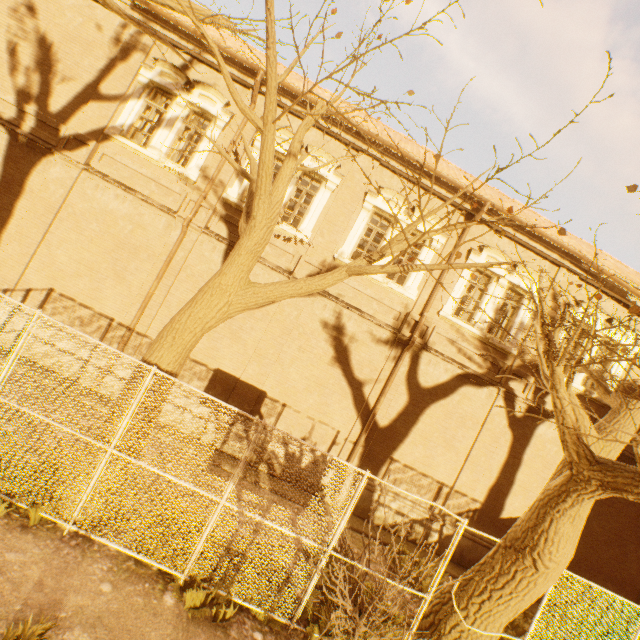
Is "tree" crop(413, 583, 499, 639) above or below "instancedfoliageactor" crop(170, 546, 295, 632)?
above

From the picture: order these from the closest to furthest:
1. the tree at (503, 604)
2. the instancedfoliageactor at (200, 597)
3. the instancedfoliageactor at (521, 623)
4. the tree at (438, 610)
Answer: the tree at (503, 604)
the instancedfoliageactor at (200, 597)
the tree at (438, 610)
the instancedfoliageactor at (521, 623)

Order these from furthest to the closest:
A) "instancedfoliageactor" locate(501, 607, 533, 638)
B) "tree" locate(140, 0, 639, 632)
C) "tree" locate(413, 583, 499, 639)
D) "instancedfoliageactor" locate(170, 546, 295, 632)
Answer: "instancedfoliageactor" locate(501, 607, 533, 638) < "tree" locate(413, 583, 499, 639) < "instancedfoliageactor" locate(170, 546, 295, 632) < "tree" locate(140, 0, 639, 632)

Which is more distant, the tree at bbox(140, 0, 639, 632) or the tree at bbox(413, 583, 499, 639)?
the tree at bbox(413, 583, 499, 639)

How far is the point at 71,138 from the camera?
9.8 meters

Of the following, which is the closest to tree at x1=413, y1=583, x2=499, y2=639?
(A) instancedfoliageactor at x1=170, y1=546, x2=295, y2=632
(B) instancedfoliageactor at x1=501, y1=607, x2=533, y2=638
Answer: (B) instancedfoliageactor at x1=501, y1=607, x2=533, y2=638

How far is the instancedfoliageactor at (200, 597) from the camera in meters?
5.0 m

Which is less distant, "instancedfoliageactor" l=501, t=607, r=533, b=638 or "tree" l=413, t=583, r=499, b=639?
"tree" l=413, t=583, r=499, b=639
